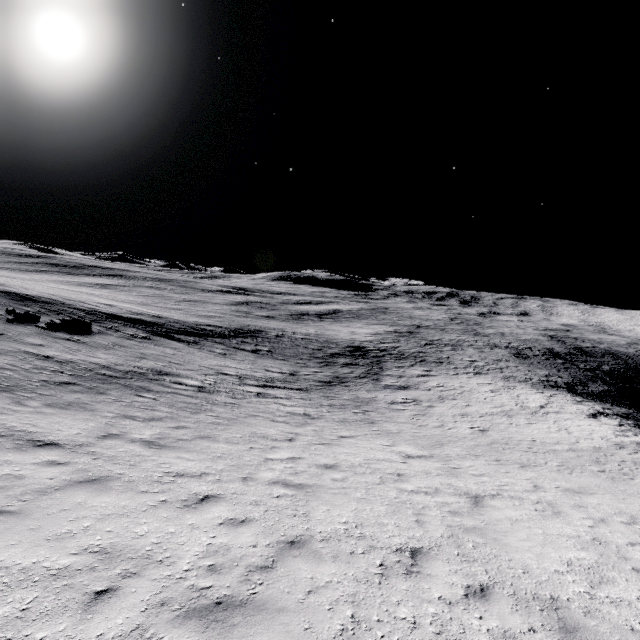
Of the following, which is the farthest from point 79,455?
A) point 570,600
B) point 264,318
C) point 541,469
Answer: point 264,318
